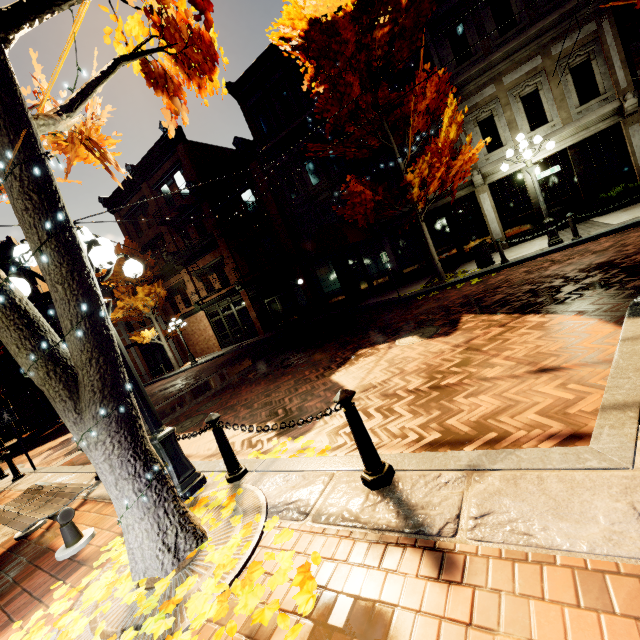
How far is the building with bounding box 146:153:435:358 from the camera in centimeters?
1719cm

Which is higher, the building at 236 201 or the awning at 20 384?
the building at 236 201

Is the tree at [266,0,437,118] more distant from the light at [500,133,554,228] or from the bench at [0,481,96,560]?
the bench at [0,481,96,560]

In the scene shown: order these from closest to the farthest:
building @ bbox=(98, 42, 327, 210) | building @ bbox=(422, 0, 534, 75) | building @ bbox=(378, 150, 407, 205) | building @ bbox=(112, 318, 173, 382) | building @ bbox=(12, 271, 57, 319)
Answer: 1. building @ bbox=(422, 0, 534, 75)
2. building @ bbox=(378, 150, 407, 205)
3. building @ bbox=(98, 42, 327, 210)
4. building @ bbox=(12, 271, 57, 319)
5. building @ bbox=(112, 318, 173, 382)

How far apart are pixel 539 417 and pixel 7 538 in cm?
779

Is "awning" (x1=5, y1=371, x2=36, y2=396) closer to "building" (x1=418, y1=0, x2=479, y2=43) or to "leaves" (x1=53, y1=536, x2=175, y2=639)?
"building" (x1=418, y1=0, x2=479, y2=43)

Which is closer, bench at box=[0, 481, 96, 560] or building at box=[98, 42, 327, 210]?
bench at box=[0, 481, 96, 560]

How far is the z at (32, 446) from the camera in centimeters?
1080cm
